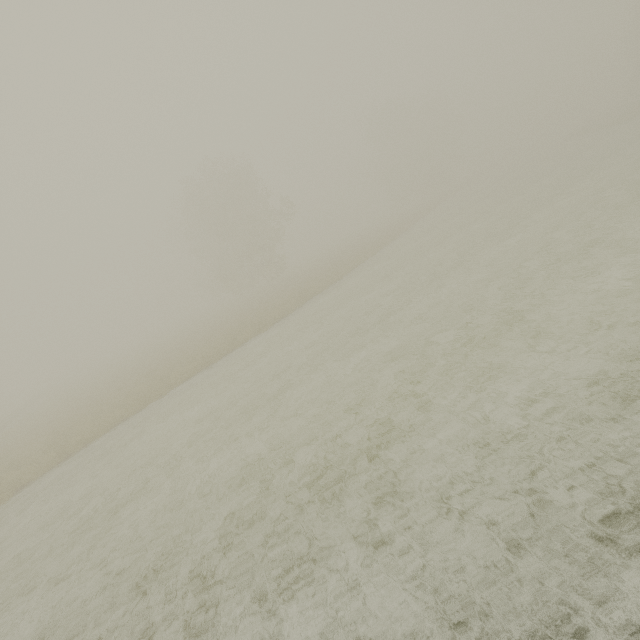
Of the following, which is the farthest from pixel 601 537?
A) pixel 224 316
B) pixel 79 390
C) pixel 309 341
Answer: pixel 79 390
